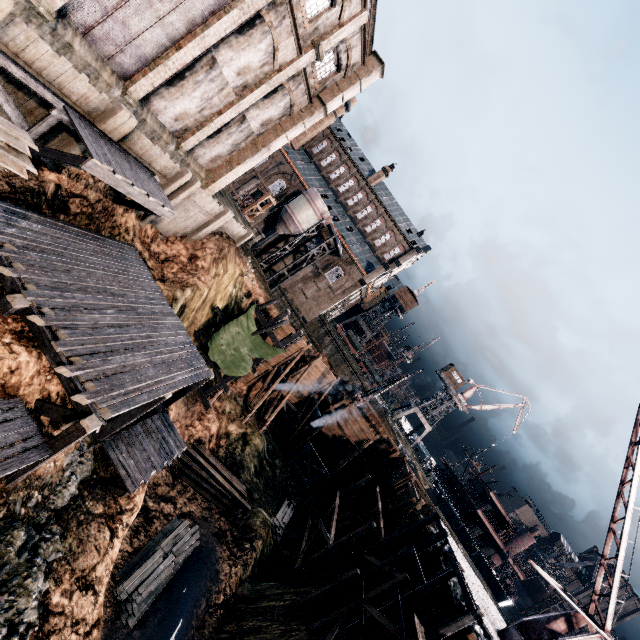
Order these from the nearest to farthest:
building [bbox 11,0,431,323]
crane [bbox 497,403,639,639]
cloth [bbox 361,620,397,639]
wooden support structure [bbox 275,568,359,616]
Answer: crane [bbox 497,403,639,639] → building [bbox 11,0,431,323] → cloth [bbox 361,620,397,639] → wooden support structure [bbox 275,568,359,616]

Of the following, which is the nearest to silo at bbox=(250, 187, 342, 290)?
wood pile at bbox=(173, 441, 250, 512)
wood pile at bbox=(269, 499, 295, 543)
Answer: wood pile at bbox=(173, 441, 250, 512)

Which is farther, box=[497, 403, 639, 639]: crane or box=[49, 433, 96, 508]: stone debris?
box=[497, 403, 639, 639]: crane

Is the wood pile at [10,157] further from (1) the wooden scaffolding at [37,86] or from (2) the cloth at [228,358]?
(2) the cloth at [228,358]

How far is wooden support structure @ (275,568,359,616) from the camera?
21.3m

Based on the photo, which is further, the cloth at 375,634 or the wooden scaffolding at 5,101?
the cloth at 375,634

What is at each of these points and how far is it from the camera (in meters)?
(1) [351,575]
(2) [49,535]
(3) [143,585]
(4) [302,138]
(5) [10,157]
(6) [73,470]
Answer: (1) wooden support structure, 21.30
(2) stone debris, 10.88
(3) wood pile, 16.92
(4) chimney, 56.72
(5) wood pile, 6.71
(6) stone debris, 12.39

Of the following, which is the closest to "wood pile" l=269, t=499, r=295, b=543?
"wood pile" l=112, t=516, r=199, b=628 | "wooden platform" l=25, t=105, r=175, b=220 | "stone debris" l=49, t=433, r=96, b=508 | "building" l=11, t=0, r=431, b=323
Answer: "wood pile" l=112, t=516, r=199, b=628
